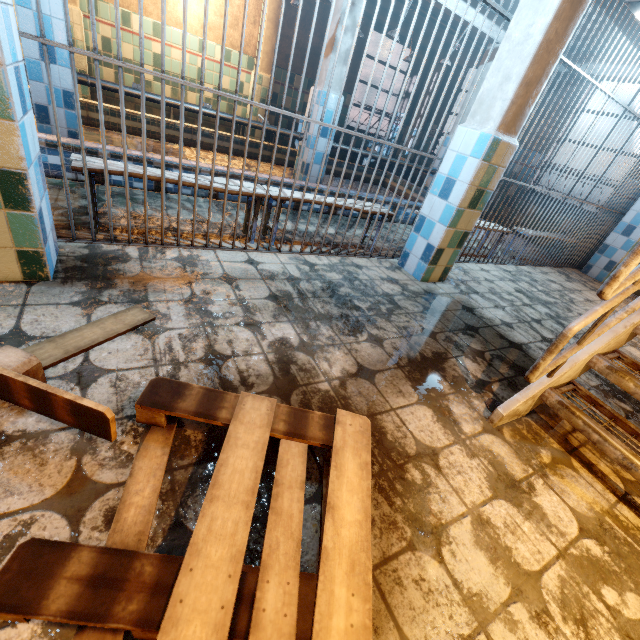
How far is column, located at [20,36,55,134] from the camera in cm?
299

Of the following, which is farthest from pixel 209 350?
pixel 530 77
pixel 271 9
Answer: pixel 271 9

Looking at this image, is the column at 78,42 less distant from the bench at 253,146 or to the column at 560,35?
the bench at 253,146

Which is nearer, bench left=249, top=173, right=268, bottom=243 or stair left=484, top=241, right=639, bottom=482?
stair left=484, top=241, right=639, bottom=482

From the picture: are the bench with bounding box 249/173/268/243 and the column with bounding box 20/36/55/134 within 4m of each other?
yes

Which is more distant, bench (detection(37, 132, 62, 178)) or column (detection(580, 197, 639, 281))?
column (detection(580, 197, 639, 281))

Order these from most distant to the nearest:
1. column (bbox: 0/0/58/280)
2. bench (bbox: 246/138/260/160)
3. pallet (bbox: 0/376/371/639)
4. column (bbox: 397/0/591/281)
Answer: bench (bbox: 246/138/260/160), column (bbox: 397/0/591/281), column (bbox: 0/0/58/280), pallet (bbox: 0/376/371/639)

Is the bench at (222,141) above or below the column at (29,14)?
below
